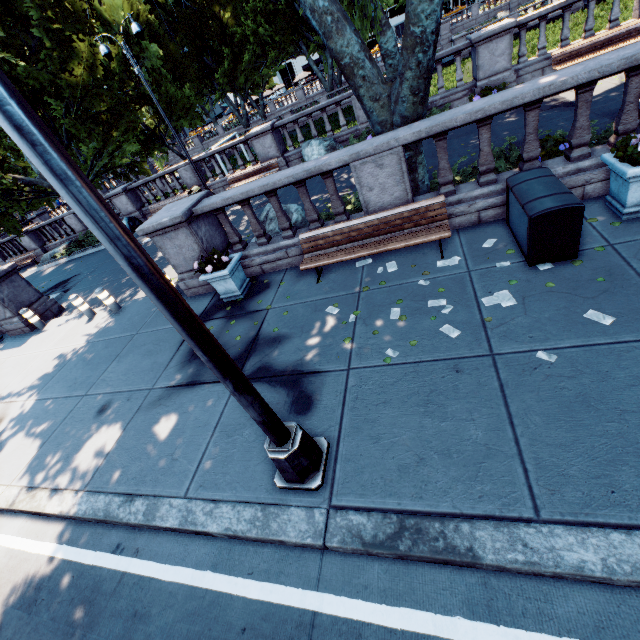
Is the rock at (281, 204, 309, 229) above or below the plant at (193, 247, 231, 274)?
below

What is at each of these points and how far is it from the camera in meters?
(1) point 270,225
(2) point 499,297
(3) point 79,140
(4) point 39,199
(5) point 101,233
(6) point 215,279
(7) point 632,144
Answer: (1) rock, 8.9
(2) instancedfoliageactor, 4.7
(3) tree, 38.3
(4) tree, 39.9
(5) light, 1.9
(6) planter, 7.4
(7) plant, 4.5

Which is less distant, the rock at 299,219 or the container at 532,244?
the container at 532,244

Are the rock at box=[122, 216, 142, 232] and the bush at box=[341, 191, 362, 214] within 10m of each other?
no

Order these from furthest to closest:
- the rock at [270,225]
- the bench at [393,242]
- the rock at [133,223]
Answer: the rock at [133,223]
the rock at [270,225]
the bench at [393,242]

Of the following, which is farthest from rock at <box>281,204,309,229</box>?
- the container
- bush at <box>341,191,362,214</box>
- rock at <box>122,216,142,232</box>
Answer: rock at <box>122,216,142,232</box>

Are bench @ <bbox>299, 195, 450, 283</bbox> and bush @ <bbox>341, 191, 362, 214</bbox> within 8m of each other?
yes

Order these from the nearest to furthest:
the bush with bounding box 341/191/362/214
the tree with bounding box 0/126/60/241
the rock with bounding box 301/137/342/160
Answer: the bush with bounding box 341/191/362/214, the rock with bounding box 301/137/342/160, the tree with bounding box 0/126/60/241
